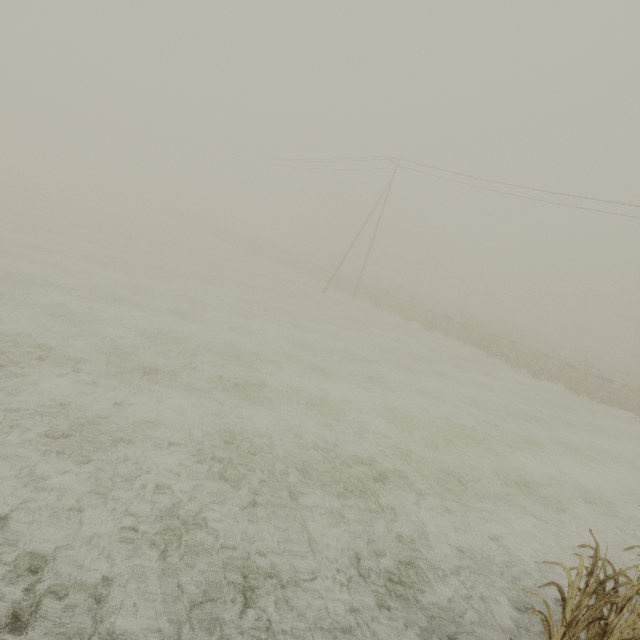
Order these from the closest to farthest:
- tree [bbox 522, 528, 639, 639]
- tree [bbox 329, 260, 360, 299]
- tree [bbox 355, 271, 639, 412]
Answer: tree [bbox 522, 528, 639, 639] → tree [bbox 355, 271, 639, 412] → tree [bbox 329, 260, 360, 299]

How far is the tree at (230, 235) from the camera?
36.28m

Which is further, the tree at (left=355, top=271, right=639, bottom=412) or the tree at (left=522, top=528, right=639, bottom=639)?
the tree at (left=355, top=271, right=639, bottom=412)

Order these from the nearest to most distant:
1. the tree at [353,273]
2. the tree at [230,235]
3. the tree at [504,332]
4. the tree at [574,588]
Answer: the tree at [574,588]
the tree at [504,332]
the tree at [353,273]
the tree at [230,235]

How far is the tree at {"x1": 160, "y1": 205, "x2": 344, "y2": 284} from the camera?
36.28m

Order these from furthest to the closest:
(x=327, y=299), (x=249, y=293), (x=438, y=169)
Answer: (x=327, y=299)
(x=438, y=169)
(x=249, y=293)
